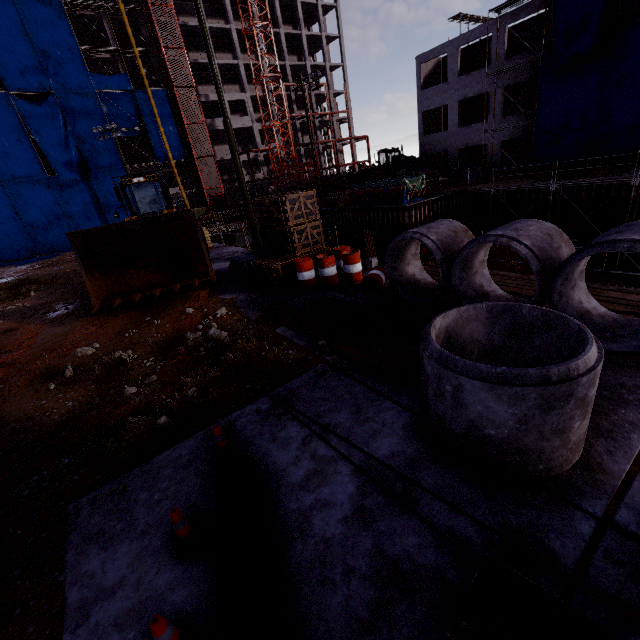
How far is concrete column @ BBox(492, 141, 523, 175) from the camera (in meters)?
28.16

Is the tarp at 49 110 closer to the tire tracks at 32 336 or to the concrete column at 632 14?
the tire tracks at 32 336

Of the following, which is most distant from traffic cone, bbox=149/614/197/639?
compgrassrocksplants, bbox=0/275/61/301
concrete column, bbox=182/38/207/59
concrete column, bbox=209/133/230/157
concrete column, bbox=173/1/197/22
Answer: concrete column, bbox=173/1/197/22

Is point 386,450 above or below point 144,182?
below

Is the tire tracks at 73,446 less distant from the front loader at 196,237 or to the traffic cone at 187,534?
the front loader at 196,237

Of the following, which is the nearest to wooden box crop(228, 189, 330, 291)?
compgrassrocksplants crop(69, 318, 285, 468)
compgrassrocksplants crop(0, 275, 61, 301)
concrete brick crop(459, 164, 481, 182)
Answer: compgrassrocksplants crop(69, 318, 285, 468)

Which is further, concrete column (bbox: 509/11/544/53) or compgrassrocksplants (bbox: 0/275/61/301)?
concrete column (bbox: 509/11/544/53)
